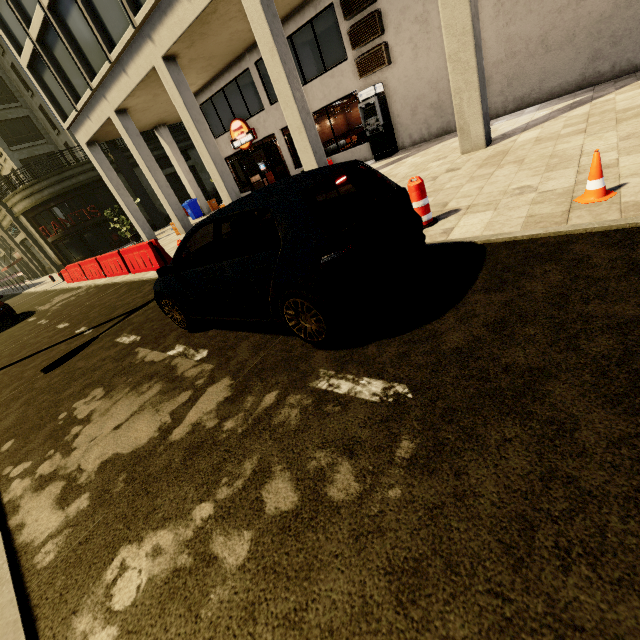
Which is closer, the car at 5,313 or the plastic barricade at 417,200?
the plastic barricade at 417,200

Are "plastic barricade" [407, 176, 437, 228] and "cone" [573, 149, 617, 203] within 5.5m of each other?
yes

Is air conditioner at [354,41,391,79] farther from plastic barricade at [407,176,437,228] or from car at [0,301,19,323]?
car at [0,301,19,323]

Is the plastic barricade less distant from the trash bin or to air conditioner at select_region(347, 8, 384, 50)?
air conditioner at select_region(347, 8, 384, 50)

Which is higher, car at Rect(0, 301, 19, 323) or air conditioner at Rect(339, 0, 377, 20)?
air conditioner at Rect(339, 0, 377, 20)

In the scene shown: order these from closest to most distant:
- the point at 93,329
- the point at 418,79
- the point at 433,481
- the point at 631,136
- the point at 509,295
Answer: the point at 433,481
the point at 509,295
the point at 631,136
the point at 93,329
the point at 418,79

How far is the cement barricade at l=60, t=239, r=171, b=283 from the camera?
10.5 meters

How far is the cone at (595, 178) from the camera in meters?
3.4
